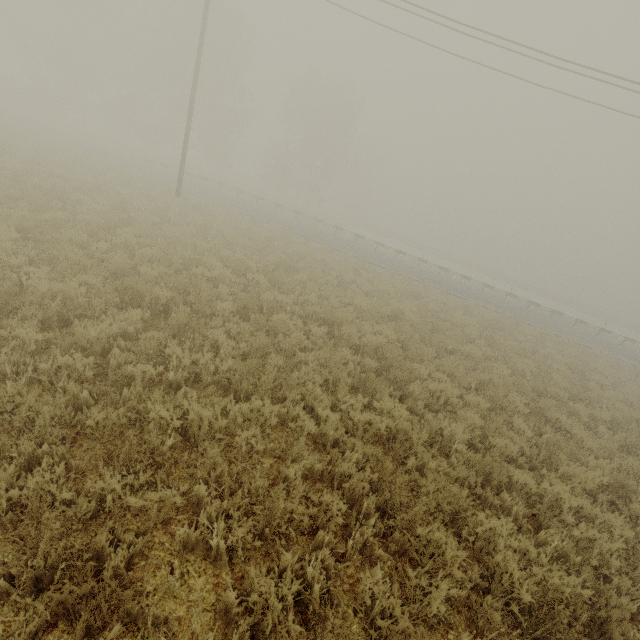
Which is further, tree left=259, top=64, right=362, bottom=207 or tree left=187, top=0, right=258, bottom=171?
tree left=259, top=64, right=362, bottom=207

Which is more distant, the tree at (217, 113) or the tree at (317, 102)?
the tree at (317, 102)

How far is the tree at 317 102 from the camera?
40.7m

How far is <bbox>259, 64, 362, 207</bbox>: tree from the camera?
40.7m

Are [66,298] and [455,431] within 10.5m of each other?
yes
